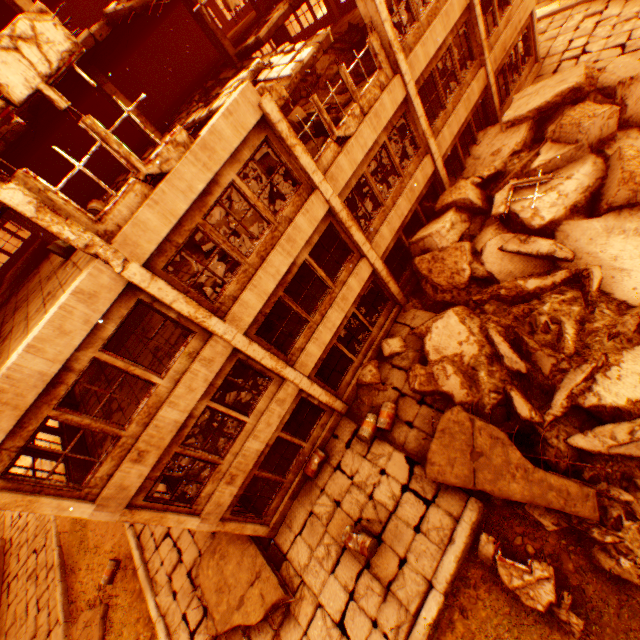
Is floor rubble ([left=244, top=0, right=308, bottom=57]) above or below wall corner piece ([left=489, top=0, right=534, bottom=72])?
above

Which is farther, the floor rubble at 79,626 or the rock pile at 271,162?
the floor rubble at 79,626

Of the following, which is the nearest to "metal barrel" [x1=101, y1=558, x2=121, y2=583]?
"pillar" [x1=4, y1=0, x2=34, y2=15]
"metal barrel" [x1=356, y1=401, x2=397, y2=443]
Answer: "metal barrel" [x1=356, y1=401, x2=397, y2=443]

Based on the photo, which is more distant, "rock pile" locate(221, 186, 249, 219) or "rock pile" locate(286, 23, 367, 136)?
"rock pile" locate(286, 23, 367, 136)

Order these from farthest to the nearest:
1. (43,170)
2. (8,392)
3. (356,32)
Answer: (43,170) < (356,32) < (8,392)

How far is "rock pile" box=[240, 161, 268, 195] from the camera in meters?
10.1

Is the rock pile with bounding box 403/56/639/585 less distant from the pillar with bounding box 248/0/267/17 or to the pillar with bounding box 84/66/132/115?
the pillar with bounding box 84/66/132/115

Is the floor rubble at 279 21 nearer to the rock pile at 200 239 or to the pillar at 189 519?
the rock pile at 200 239
